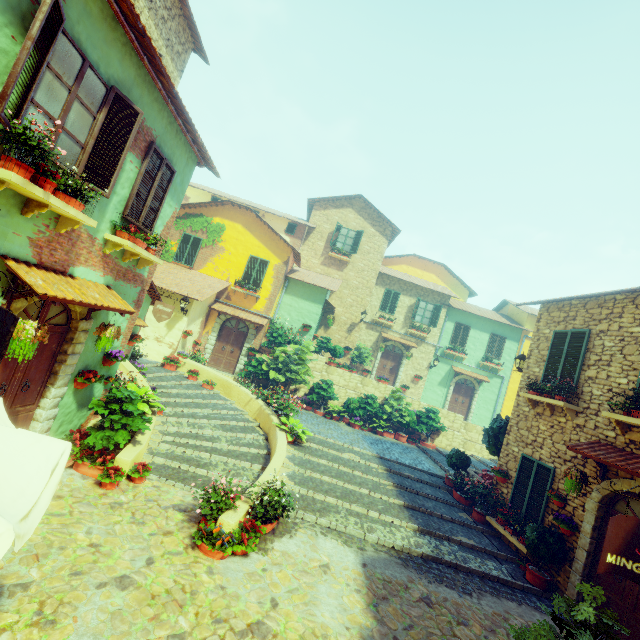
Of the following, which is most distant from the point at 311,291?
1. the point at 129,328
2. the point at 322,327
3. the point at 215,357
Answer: the point at 129,328

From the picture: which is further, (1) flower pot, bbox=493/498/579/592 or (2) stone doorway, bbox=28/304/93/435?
(1) flower pot, bbox=493/498/579/592

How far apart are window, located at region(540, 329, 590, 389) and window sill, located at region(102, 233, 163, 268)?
10.87m

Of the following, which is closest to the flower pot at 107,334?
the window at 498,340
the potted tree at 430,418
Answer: the potted tree at 430,418

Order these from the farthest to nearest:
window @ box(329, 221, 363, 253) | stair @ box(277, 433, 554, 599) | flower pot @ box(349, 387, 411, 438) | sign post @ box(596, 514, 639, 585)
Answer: window @ box(329, 221, 363, 253) → flower pot @ box(349, 387, 411, 438) → stair @ box(277, 433, 554, 599) → sign post @ box(596, 514, 639, 585)

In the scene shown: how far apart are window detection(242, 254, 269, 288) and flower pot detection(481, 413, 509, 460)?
12.1m

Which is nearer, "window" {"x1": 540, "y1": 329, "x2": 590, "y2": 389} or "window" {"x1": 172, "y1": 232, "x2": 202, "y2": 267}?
"window" {"x1": 540, "y1": 329, "x2": 590, "y2": 389}

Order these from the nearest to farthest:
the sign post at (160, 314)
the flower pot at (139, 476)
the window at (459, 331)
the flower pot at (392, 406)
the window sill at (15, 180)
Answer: the window sill at (15, 180)
the flower pot at (139, 476)
the sign post at (160, 314)
the flower pot at (392, 406)
the window at (459, 331)
